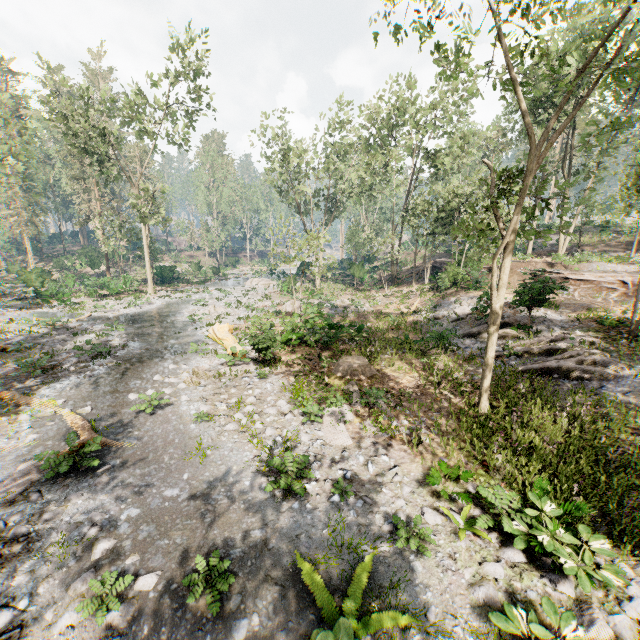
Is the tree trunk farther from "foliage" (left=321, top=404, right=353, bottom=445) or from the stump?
the stump

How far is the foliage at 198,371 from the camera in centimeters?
1334cm

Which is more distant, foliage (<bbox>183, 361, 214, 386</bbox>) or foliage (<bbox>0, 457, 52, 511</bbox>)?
foliage (<bbox>183, 361, 214, 386</bbox>)

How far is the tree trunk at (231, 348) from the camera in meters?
15.6 m

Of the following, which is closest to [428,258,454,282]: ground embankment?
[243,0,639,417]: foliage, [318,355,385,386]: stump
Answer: [243,0,639,417]: foliage

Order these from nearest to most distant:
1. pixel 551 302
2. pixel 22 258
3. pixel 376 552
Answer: pixel 376 552 → pixel 551 302 → pixel 22 258
